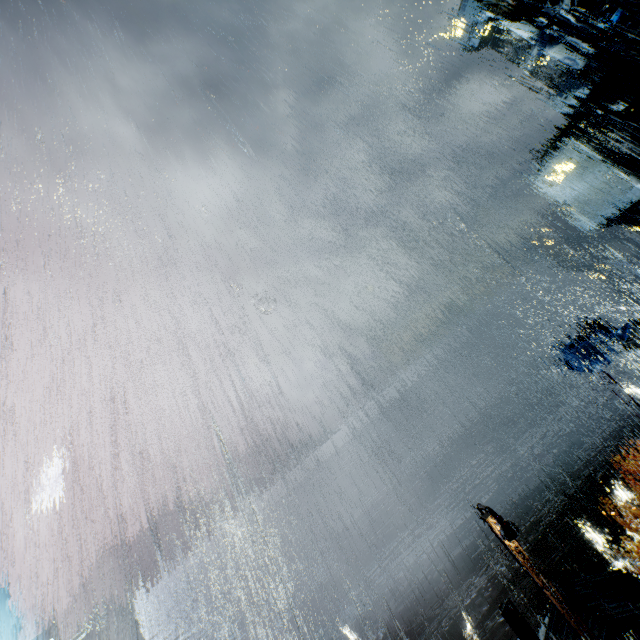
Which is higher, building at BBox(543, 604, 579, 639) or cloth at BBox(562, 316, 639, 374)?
cloth at BBox(562, 316, 639, 374)

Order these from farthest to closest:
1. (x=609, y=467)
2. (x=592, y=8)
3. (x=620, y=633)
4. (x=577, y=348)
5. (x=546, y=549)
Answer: (x=609, y=467) < (x=546, y=549) < (x=592, y=8) < (x=577, y=348) < (x=620, y=633)

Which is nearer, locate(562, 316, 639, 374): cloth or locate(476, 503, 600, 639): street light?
locate(476, 503, 600, 639): street light

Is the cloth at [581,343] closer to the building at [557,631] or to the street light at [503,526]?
the street light at [503,526]

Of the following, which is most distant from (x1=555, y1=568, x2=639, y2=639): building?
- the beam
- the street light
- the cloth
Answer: the beam

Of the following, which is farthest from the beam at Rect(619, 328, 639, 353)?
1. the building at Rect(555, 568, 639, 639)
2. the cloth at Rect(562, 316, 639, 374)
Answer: the building at Rect(555, 568, 639, 639)

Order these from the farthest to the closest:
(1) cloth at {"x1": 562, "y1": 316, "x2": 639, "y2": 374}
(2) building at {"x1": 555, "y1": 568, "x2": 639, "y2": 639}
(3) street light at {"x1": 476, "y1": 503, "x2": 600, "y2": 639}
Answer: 1. (1) cloth at {"x1": 562, "y1": 316, "x2": 639, "y2": 374}
2. (2) building at {"x1": 555, "y1": 568, "x2": 639, "y2": 639}
3. (3) street light at {"x1": 476, "y1": 503, "x2": 600, "y2": 639}
